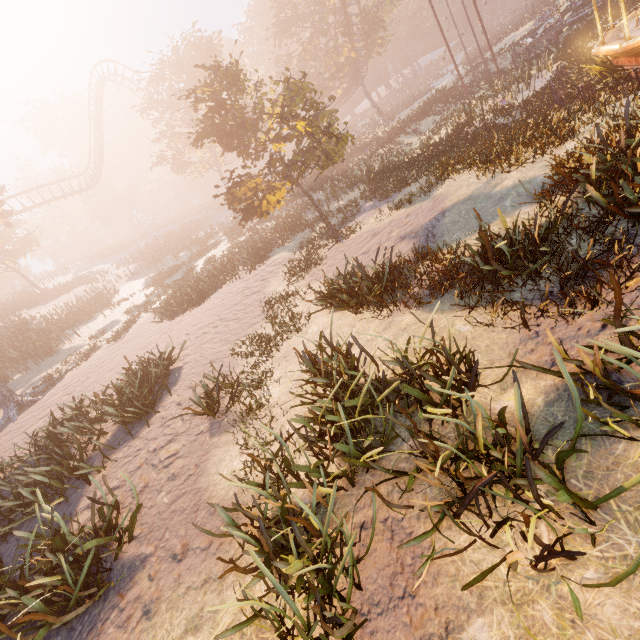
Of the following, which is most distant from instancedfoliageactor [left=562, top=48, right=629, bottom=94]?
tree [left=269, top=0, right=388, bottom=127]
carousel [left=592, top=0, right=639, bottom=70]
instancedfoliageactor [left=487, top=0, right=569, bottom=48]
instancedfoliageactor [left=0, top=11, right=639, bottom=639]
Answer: instancedfoliageactor [left=487, top=0, right=569, bottom=48]

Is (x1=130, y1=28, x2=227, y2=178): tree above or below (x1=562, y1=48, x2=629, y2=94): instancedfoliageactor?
above

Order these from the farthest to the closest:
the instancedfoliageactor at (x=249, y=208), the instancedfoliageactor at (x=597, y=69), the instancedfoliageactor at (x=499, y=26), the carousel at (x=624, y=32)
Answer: the instancedfoliageactor at (x=499, y=26) → the instancedfoliageactor at (x=597, y=69) → the carousel at (x=624, y=32) → the instancedfoliageactor at (x=249, y=208)

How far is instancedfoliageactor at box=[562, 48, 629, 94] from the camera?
A: 11.99m

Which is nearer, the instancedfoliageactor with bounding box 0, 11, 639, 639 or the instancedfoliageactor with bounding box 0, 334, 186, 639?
the instancedfoliageactor with bounding box 0, 11, 639, 639

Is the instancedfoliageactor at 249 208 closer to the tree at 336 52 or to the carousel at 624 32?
the carousel at 624 32

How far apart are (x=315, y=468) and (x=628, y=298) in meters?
4.7

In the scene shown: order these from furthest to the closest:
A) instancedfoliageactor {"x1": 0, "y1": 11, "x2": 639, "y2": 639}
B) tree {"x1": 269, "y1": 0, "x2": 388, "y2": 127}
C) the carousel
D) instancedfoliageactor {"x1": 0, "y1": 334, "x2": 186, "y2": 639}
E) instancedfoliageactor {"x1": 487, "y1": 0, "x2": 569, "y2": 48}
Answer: instancedfoliageactor {"x1": 487, "y1": 0, "x2": 569, "y2": 48} < tree {"x1": 269, "y1": 0, "x2": 388, "y2": 127} < the carousel < instancedfoliageactor {"x1": 0, "y1": 334, "x2": 186, "y2": 639} < instancedfoliageactor {"x1": 0, "y1": 11, "x2": 639, "y2": 639}
